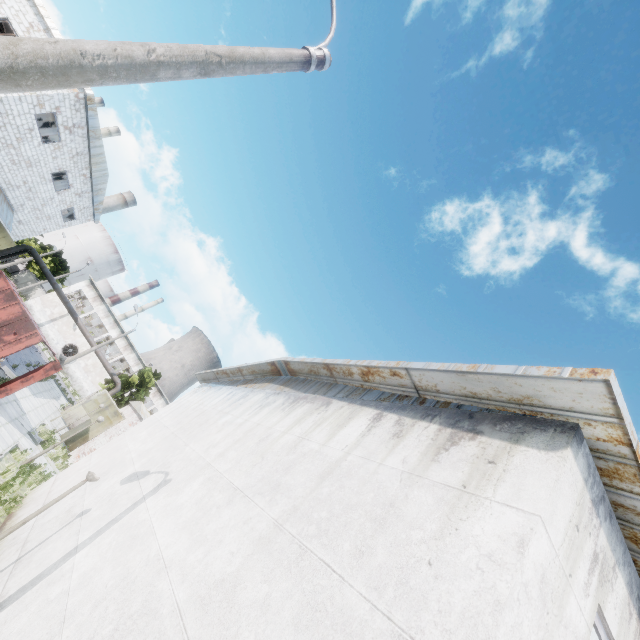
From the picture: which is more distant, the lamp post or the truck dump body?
the truck dump body

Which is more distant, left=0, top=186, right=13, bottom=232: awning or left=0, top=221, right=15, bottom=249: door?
left=0, top=221, right=15, bottom=249: door

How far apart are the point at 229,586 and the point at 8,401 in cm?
2220

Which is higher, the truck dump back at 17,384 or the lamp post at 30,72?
the lamp post at 30,72

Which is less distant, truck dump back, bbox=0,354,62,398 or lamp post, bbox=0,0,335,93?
lamp post, bbox=0,0,335,93

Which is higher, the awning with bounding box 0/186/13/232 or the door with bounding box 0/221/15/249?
the awning with bounding box 0/186/13/232

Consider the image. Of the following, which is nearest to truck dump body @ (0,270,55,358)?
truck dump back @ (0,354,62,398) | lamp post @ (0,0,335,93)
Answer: truck dump back @ (0,354,62,398)

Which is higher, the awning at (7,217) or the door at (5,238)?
the awning at (7,217)
